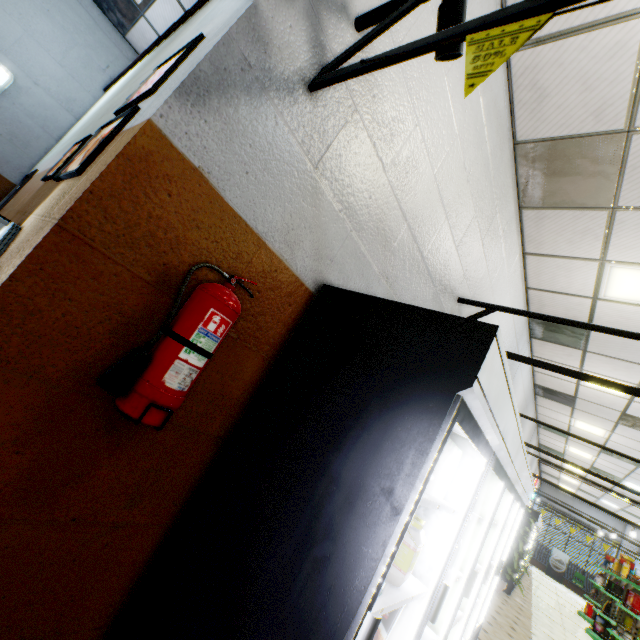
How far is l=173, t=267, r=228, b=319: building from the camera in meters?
1.3 m

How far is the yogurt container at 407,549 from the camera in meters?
1.5 m

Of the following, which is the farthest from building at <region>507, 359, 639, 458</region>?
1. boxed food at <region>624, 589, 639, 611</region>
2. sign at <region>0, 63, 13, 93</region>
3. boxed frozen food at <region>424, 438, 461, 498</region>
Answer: boxed food at <region>624, 589, 639, 611</region>

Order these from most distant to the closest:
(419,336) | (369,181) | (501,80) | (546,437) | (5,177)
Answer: (546,437), (5,177), (501,80), (369,181), (419,336)

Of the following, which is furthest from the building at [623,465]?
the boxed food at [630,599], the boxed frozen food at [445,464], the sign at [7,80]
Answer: the boxed food at [630,599]

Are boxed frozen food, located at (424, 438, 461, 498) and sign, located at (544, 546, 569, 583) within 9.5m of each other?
no

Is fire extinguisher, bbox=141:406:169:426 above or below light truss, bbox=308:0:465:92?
below

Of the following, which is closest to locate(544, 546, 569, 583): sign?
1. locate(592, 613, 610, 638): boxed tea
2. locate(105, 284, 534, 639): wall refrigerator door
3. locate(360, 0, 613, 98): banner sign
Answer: locate(592, 613, 610, 638): boxed tea
